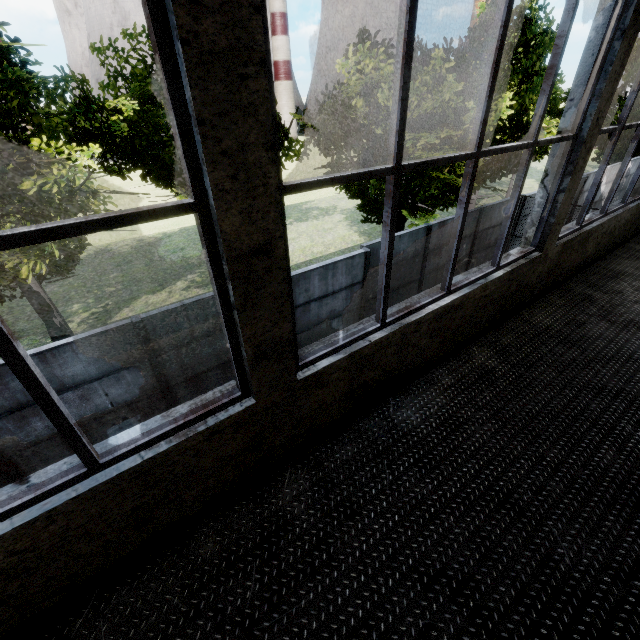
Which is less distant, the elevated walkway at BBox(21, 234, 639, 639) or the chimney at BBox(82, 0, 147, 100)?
the elevated walkway at BBox(21, 234, 639, 639)

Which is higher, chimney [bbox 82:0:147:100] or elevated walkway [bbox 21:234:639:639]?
chimney [bbox 82:0:147:100]

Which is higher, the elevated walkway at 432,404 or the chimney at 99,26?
the chimney at 99,26

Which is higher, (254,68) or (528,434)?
(254,68)

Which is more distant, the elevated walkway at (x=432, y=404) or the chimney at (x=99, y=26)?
the chimney at (x=99, y=26)
